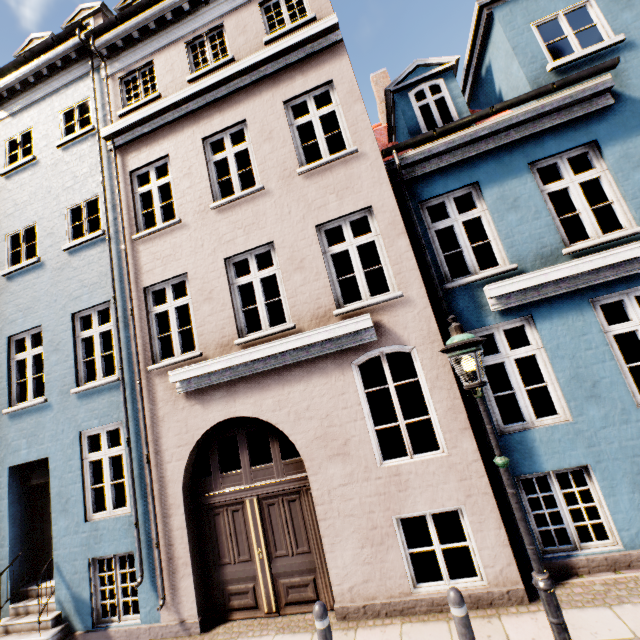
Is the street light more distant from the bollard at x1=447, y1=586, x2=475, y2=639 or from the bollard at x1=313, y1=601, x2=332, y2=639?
the bollard at x1=313, y1=601, x2=332, y2=639

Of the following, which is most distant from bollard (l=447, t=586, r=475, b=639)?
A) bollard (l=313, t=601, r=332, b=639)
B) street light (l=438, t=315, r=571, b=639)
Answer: bollard (l=313, t=601, r=332, b=639)

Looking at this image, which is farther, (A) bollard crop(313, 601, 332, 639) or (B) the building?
(B) the building

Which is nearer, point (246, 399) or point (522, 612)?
point (522, 612)

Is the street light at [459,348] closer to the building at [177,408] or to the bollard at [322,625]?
the building at [177,408]

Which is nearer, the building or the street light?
the street light

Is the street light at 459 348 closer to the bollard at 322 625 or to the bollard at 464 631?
the bollard at 464 631
